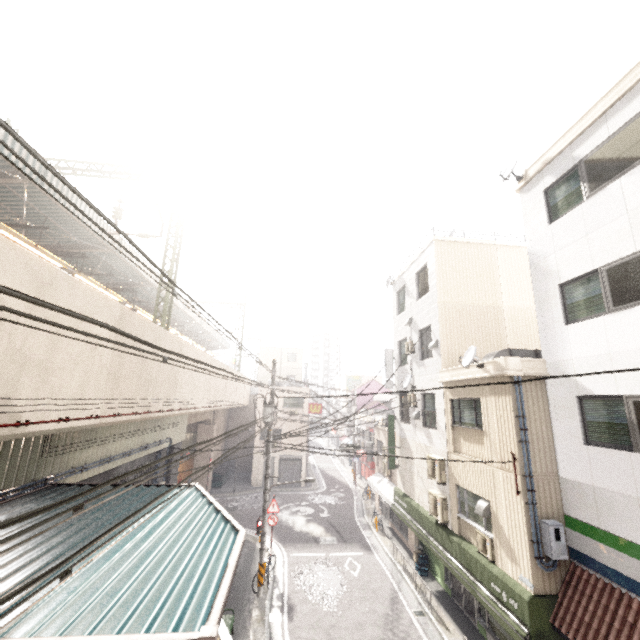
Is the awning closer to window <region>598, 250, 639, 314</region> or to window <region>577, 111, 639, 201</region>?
window <region>598, 250, 639, 314</region>

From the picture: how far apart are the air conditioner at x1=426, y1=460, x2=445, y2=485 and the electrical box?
4.1 meters

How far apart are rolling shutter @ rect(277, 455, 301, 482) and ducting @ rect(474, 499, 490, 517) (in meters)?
22.27

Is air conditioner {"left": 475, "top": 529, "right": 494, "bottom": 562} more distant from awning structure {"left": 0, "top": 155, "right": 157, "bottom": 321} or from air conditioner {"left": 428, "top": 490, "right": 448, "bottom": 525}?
awning structure {"left": 0, "top": 155, "right": 157, "bottom": 321}

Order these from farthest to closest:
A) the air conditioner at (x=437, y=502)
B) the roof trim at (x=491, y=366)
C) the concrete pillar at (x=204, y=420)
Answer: the concrete pillar at (x=204, y=420) < the air conditioner at (x=437, y=502) < the roof trim at (x=491, y=366)

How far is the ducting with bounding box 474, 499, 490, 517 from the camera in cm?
952

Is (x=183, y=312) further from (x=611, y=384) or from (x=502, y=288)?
(x=611, y=384)

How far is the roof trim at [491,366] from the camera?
9.0 meters
